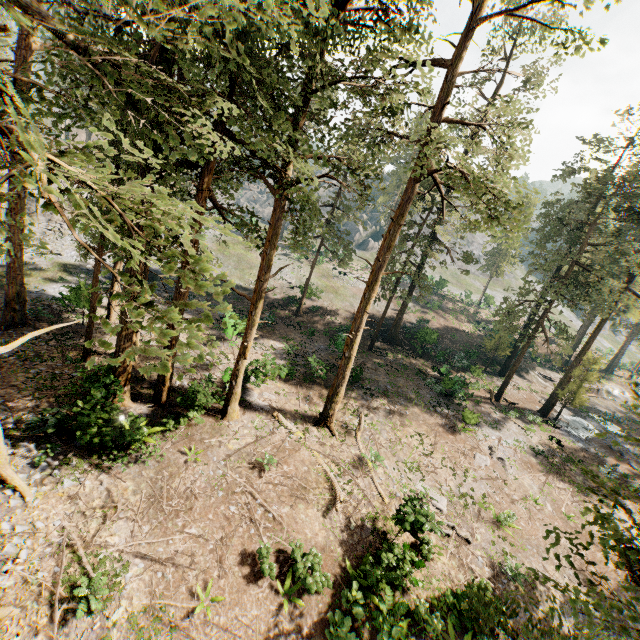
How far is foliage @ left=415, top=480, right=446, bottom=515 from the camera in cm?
1711

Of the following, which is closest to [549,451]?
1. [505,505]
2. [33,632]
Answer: [505,505]

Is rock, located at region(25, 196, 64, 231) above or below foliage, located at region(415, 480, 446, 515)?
above

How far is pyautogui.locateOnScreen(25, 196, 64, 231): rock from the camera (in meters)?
33.76

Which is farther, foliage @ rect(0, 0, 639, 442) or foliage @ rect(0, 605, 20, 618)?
foliage @ rect(0, 605, 20, 618)

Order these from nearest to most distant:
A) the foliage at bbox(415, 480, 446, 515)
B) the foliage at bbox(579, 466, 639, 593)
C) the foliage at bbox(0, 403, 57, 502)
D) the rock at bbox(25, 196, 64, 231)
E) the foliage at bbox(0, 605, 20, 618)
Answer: the foliage at bbox(579, 466, 639, 593) < the foliage at bbox(0, 605, 20, 618) < the foliage at bbox(0, 403, 57, 502) < the foliage at bbox(415, 480, 446, 515) < the rock at bbox(25, 196, 64, 231)

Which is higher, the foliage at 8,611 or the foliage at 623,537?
the foliage at 623,537

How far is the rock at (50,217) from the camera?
33.8 meters
